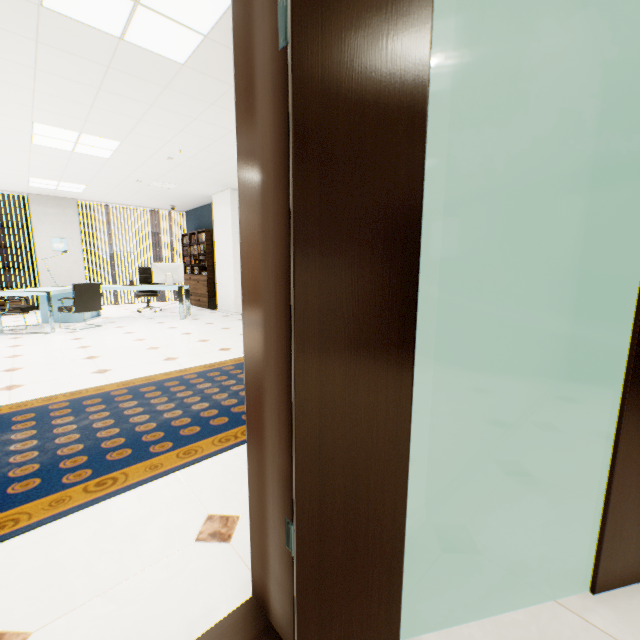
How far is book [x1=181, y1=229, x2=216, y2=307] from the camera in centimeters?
892cm

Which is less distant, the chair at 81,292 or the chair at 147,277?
the chair at 81,292

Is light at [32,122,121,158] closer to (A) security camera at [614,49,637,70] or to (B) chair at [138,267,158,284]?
(B) chair at [138,267,158,284]

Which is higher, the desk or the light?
the light

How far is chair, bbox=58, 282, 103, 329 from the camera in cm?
588

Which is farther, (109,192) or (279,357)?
(109,192)

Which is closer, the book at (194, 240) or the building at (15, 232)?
the book at (194, 240)

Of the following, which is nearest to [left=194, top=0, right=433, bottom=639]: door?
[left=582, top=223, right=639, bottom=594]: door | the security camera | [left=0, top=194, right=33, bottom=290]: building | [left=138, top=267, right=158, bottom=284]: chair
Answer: [left=582, top=223, right=639, bottom=594]: door
